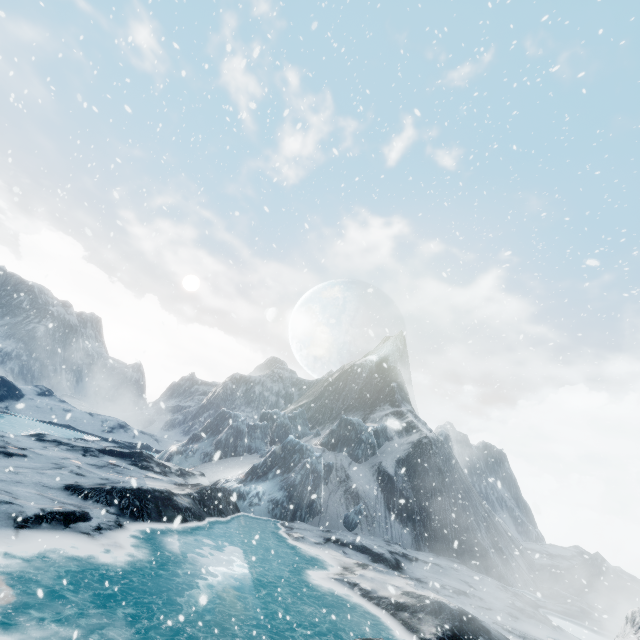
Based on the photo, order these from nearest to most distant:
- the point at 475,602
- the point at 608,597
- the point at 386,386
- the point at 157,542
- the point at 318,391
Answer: the point at 157,542 < the point at 475,602 < the point at 608,597 < the point at 386,386 < the point at 318,391
